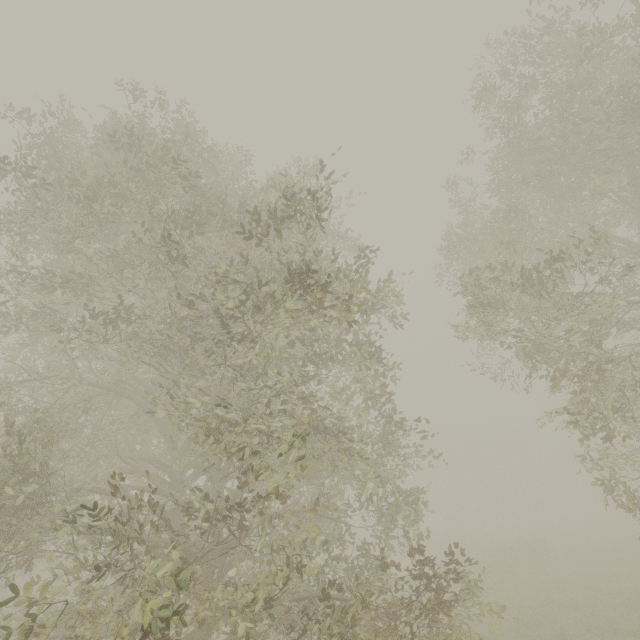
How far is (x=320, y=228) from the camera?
5.2 meters
